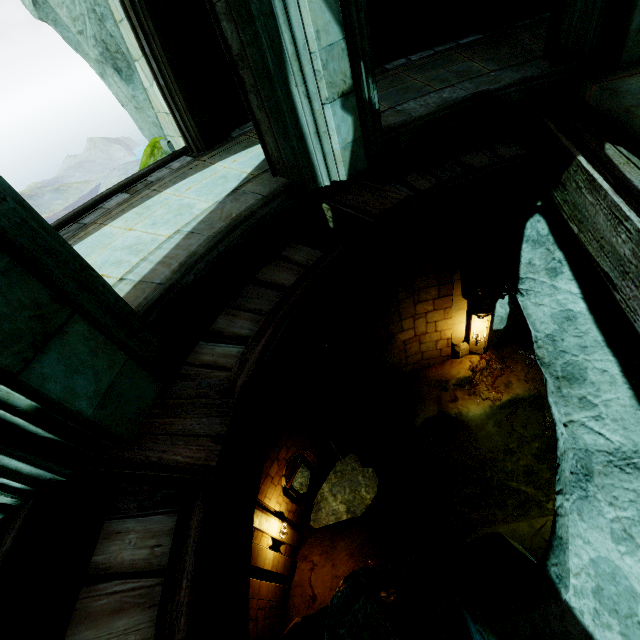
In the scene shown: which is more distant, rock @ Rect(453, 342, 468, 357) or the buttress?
rock @ Rect(453, 342, 468, 357)

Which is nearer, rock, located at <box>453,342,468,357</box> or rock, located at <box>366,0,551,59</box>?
rock, located at <box>366,0,551,59</box>

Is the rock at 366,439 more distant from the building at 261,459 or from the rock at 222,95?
the rock at 222,95

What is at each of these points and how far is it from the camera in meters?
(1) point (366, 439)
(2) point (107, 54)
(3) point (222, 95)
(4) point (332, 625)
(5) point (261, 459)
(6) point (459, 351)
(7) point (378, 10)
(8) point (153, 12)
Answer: (1) rock, 12.0
(2) rock, 6.3
(3) rock, 6.2
(4) rock, 3.3
(5) building, 2.3
(6) rock, 11.4
(7) rock, 6.0
(8) buttress, 4.3

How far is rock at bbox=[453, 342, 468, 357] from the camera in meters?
11.3

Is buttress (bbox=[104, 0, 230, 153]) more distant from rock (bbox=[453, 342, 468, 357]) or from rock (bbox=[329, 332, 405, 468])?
rock (bbox=[329, 332, 405, 468])

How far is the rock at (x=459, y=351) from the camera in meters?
11.3 m
